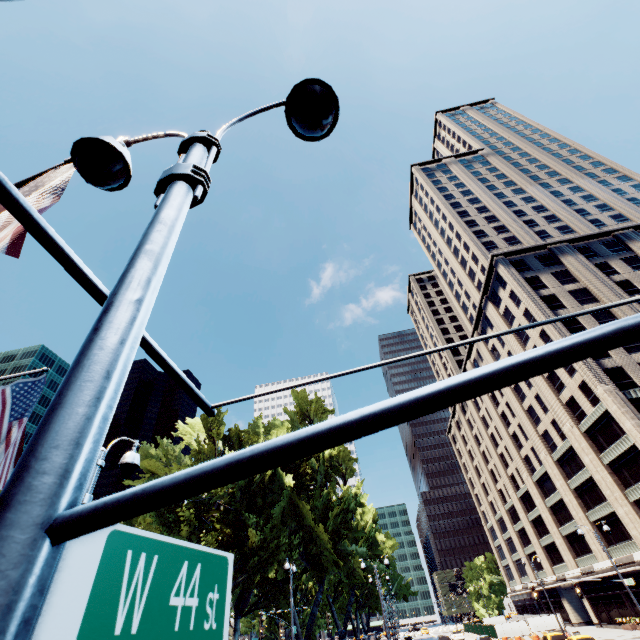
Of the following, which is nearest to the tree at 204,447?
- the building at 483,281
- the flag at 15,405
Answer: the building at 483,281

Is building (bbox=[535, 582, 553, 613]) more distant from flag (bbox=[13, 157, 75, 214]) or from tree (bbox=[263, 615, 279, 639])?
flag (bbox=[13, 157, 75, 214])

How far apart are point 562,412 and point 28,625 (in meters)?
54.10

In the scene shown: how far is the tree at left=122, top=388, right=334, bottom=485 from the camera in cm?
2642

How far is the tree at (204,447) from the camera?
26.42m

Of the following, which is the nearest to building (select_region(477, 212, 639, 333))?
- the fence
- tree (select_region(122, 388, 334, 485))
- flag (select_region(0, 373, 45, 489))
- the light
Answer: the fence

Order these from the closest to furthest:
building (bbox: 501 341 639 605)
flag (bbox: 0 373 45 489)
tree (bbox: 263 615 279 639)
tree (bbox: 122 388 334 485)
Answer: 1. flag (bbox: 0 373 45 489)
2. tree (bbox: 122 388 334 485)
3. tree (bbox: 263 615 279 639)
4. building (bbox: 501 341 639 605)
